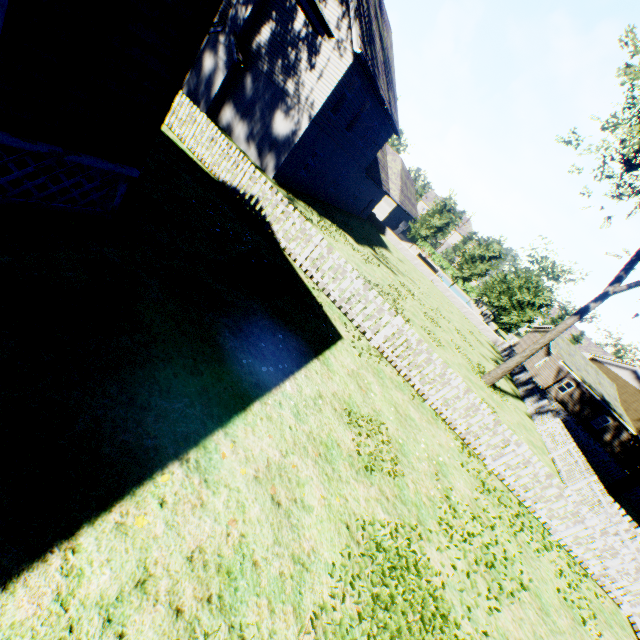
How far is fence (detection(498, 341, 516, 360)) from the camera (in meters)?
29.75

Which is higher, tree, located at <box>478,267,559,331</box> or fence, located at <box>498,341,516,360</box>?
tree, located at <box>478,267,559,331</box>

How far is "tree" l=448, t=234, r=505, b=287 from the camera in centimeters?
3412cm

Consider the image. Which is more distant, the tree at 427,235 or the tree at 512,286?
the tree at 427,235

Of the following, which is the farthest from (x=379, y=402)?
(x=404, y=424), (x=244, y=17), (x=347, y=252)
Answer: (x=244, y=17)

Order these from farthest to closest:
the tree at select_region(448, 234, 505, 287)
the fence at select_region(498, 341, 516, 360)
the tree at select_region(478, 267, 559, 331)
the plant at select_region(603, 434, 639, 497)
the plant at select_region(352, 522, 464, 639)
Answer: the tree at select_region(448, 234, 505, 287)
the tree at select_region(478, 267, 559, 331)
the fence at select_region(498, 341, 516, 360)
the plant at select_region(603, 434, 639, 497)
the plant at select_region(352, 522, 464, 639)

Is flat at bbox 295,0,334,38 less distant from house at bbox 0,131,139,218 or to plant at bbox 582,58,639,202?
house at bbox 0,131,139,218

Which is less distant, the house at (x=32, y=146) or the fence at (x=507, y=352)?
the house at (x=32, y=146)
